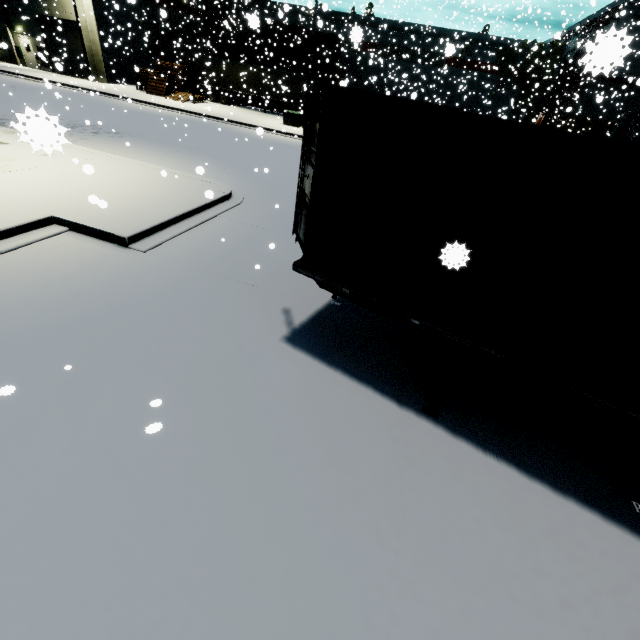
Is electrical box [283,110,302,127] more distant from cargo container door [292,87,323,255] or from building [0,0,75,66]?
cargo container door [292,87,323,255]

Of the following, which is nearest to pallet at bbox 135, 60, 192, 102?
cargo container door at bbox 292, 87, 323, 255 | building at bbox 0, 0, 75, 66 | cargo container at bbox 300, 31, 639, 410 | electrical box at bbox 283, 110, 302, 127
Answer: building at bbox 0, 0, 75, 66

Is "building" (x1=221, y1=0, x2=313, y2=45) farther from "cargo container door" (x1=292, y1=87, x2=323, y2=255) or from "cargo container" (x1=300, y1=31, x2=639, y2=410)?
"cargo container door" (x1=292, y1=87, x2=323, y2=255)

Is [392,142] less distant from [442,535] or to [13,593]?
[442,535]

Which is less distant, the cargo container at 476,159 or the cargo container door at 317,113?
the cargo container at 476,159

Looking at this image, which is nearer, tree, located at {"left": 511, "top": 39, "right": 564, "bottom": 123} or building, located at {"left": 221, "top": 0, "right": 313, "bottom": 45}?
building, located at {"left": 221, "top": 0, "right": 313, "bottom": 45}

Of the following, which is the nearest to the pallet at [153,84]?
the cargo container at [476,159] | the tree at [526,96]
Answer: the cargo container at [476,159]

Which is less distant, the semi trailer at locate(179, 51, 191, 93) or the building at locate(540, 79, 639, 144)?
the building at locate(540, 79, 639, 144)
